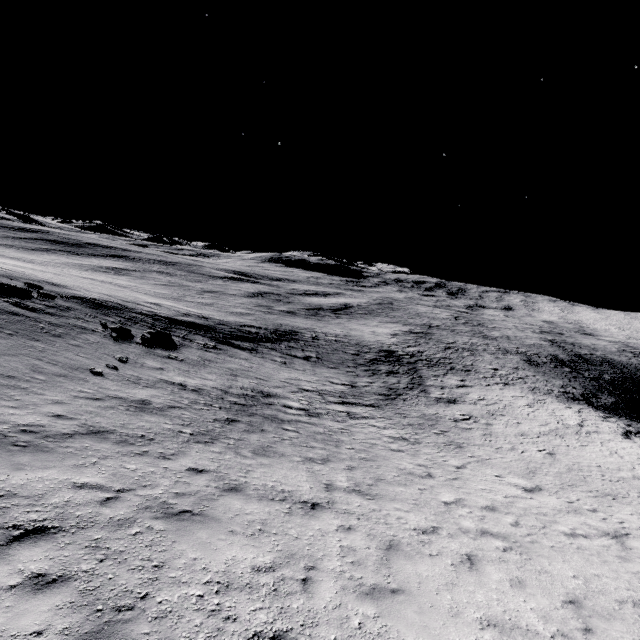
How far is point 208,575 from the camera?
5.3m
